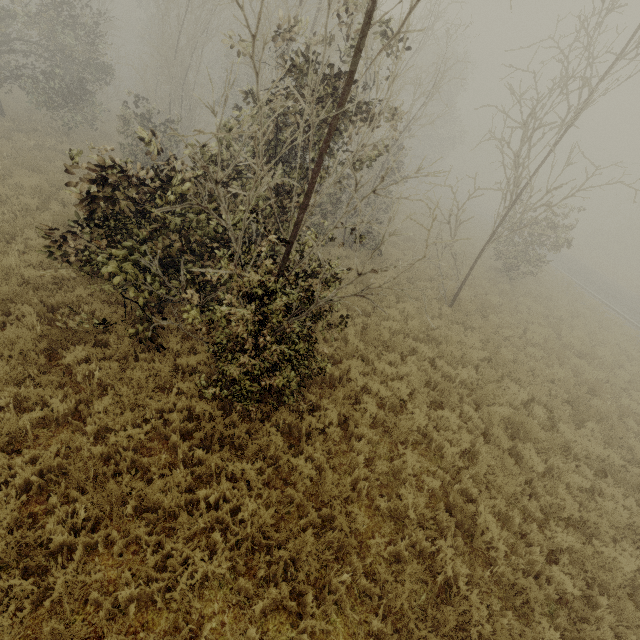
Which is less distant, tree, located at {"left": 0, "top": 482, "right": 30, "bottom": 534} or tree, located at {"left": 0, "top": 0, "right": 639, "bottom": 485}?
tree, located at {"left": 0, "top": 482, "right": 30, "bottom": 534}

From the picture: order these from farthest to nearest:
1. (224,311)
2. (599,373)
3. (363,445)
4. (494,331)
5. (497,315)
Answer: (497,315) < (494,331) < (599,373) < (363,445) < (224,311)

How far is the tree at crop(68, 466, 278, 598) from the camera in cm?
395

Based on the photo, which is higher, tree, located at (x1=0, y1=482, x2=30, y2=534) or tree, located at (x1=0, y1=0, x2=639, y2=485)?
tree, located at (x1=0, y1=0, x2=639, y2=485)

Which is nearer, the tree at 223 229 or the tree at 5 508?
the tree at 5 508
